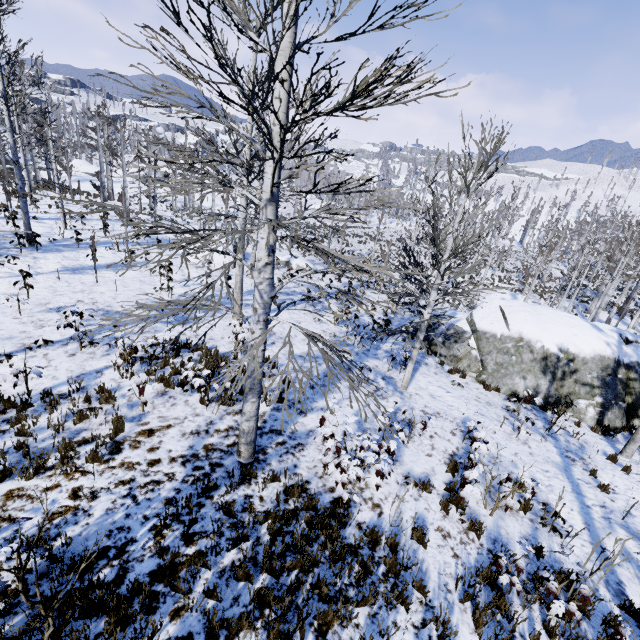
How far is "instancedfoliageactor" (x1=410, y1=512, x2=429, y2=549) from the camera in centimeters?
549cm

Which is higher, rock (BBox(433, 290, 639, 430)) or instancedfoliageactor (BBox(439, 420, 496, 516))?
instancedfoliageactor (BBox(439, 420, 496, 516))

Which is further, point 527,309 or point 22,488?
point 527,309

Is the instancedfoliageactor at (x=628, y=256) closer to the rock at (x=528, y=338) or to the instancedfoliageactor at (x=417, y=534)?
the instancedfoliageactor at (x=417, y=534)

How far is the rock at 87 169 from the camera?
37.8 meters

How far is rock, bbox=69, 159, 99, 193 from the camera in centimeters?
3781cm
